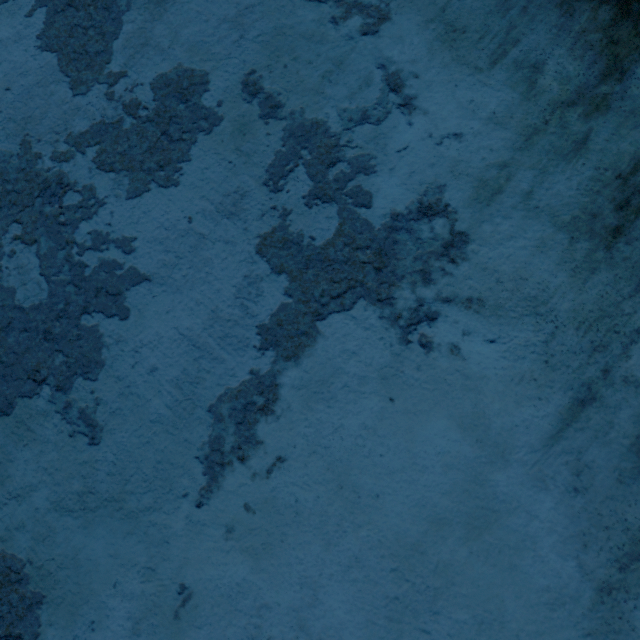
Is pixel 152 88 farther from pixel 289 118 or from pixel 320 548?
pixel 320 548
